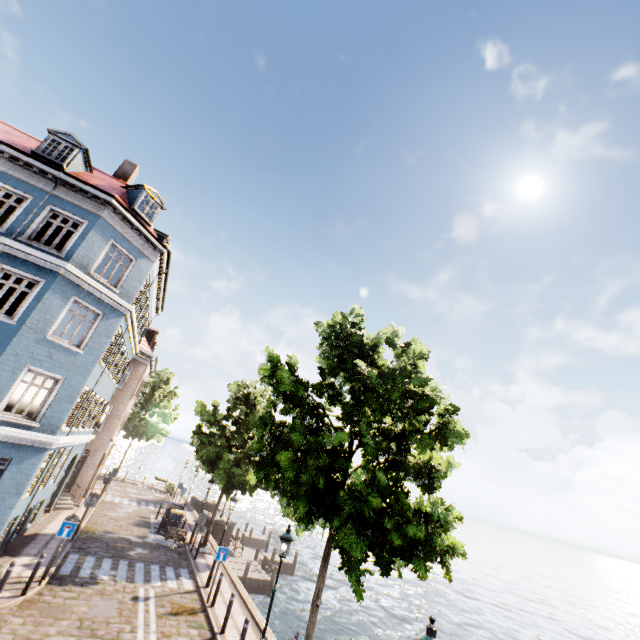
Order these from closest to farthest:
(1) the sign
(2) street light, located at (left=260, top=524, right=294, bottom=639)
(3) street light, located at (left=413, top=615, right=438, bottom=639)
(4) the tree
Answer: (3) street light, located at (left=413, top=615, right=438, bottom=639) → (4) the tree → (2) street light, located at (left=260, top=524, right=294, bottom=639) → (1) the sign

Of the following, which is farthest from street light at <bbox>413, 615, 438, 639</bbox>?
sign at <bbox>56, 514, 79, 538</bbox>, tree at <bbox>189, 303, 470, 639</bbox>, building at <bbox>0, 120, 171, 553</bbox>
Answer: building at <bbox>0, 120, 171, 553</bbox>

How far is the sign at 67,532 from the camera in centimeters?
1143cm

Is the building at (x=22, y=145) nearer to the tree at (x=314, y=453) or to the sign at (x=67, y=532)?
the sign at (x=67, y=532)

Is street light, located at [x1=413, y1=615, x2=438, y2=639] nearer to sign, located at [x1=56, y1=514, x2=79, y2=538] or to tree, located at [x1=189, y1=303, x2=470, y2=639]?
tree, located at [x1=189, y1=303, x2=470, y2=639]

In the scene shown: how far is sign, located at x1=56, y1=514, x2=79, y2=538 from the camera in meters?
11.4

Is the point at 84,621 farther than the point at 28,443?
No
